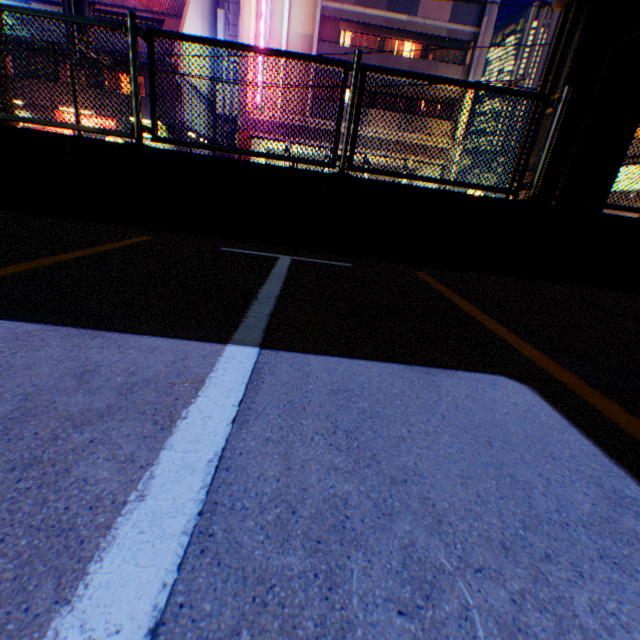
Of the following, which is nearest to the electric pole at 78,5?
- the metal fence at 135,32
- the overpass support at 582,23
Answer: the metal fence at 135,32

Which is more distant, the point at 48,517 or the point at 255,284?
the point at 255,284

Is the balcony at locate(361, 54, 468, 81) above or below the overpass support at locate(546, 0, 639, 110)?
above

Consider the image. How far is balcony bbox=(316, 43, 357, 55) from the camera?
20.4m

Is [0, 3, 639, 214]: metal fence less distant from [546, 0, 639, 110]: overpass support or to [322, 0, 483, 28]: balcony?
[546, 0, 639, 110]: overpass support

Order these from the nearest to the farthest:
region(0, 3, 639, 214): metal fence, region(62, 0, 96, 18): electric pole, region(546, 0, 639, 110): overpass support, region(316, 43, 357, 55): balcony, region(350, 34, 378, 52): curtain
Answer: region(0, 3, 639, 214): metal fence → region(546, 0, 639, 110): overpass support → region(62, 0, 96, 18): electric pole → region(316, 43, 357, 55): balcony → region(350, 34, 378, 52): curtain

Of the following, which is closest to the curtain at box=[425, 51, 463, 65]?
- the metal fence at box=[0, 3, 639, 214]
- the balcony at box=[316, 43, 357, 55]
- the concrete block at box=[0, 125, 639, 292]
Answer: the balcony at box=[316, 43, 357, 55]

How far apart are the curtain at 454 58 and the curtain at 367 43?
3.3m
